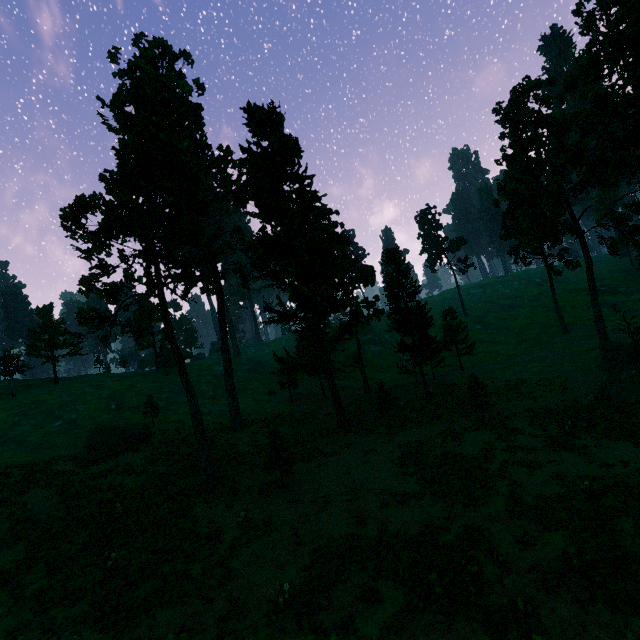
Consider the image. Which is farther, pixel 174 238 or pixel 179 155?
pixel 174 238

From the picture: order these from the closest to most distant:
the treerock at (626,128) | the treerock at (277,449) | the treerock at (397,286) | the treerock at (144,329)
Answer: the treerock at (277,449) < the treerock at (144,329) < the treerock at (626,128) < the treerock at (397,286)

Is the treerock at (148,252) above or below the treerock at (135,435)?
above

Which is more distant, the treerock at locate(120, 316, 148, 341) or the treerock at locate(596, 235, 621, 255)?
the treerock at locate(596, 235, 621, 255)

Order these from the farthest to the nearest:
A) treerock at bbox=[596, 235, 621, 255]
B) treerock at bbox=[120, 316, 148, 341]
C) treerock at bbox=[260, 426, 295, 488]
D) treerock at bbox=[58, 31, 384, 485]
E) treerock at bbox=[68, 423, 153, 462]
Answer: treerock at bbox=[596, 235, 621, 255], treerock at bbox=[68, 423, 153, 462], treerock at bbox=[58, 31, 384, 485], treerock at bbox=[120, 316, 148, 341], treerock at bbox=[260, 426, 295, 488]

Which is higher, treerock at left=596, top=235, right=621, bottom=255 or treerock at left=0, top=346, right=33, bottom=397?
treerock at left=0, top=346, right=33, bottom=397
